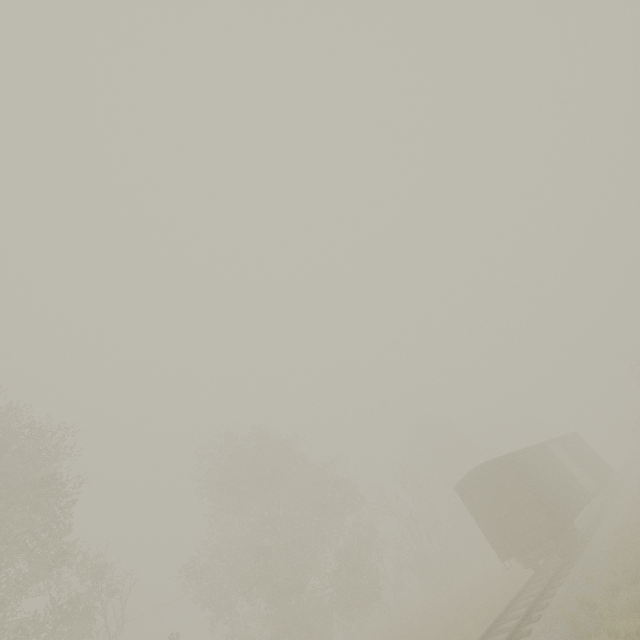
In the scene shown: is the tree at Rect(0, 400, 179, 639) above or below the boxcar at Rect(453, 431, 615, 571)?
above

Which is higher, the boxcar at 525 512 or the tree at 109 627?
the tree at 109 627

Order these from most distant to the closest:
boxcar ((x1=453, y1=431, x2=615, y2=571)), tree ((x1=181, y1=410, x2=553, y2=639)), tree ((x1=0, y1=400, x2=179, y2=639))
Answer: tree ((x1=181, y1=410, x2=553, y2=639)), boxcar ((x1=453, y1=431, x2=615, y2=571)), tree ((x1=0, y1=400, x2=179, y2=639))

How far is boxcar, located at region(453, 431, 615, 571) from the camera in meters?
15.0

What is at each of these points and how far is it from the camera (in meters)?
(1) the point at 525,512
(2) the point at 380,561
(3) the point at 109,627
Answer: (1) boxcar, 15.40
(2) tree, 32.62
(3) tree, 16.58

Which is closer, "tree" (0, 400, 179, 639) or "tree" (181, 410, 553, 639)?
"tree" (0, 400, 179, 639)

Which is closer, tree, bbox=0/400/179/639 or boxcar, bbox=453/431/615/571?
tree, bbox=0/400/179/639

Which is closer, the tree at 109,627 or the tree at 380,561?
the tree at 109,627
